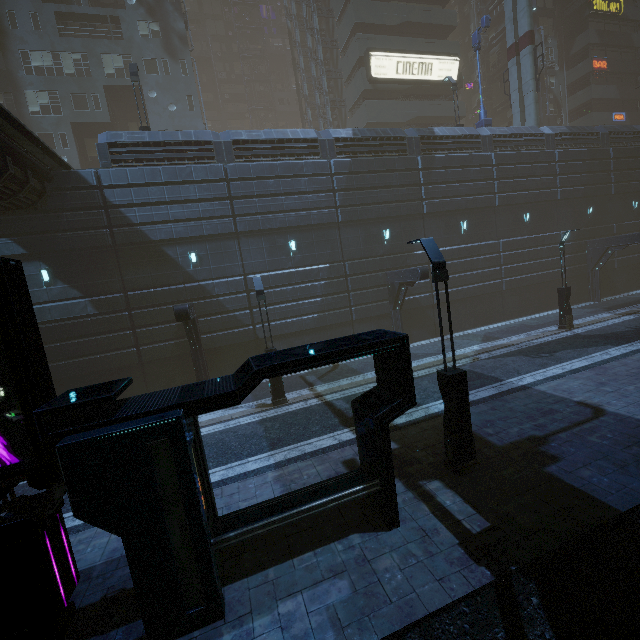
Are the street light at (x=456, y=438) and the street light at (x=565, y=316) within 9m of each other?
no

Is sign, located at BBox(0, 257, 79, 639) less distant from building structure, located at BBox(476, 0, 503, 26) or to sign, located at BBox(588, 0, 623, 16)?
building structure, located at BBox(476, 0, 503, 26)

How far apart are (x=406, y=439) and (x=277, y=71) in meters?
67.5 m

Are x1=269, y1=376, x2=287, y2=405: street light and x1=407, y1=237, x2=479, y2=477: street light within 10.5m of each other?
yes

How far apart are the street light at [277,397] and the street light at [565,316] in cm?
1672

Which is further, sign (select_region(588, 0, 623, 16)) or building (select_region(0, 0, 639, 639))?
sign (select_region(588, 0, 623, 16))

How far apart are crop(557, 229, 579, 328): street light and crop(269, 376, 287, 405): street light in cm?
1672

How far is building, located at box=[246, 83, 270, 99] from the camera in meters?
53.8
